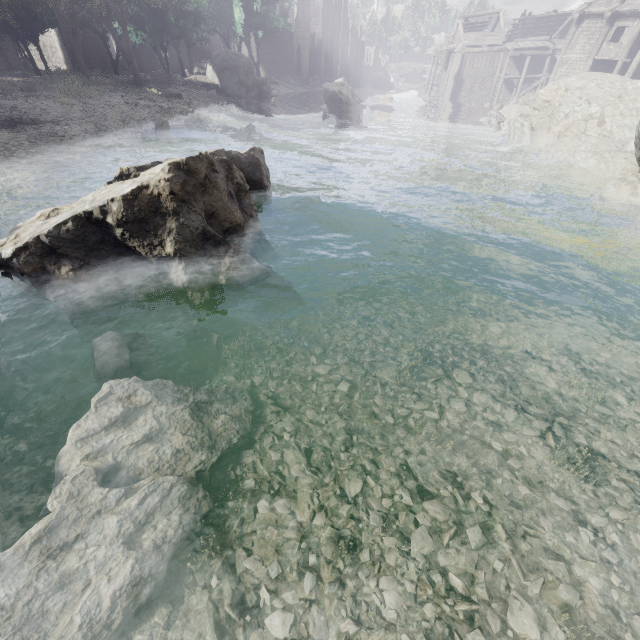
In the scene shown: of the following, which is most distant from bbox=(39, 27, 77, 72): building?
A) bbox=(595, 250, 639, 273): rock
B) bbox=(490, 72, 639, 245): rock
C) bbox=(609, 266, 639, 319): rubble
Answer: bbox=(595, 250, 639, 273): rock

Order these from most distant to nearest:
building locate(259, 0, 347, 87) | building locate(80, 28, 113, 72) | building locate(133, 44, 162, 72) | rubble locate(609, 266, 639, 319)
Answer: building locate(259, 0, 347, 87), building locate(133, 44, 162, 72), building locate(80, 28, 113, 72), rubble locate(609, 266, 639, 319)

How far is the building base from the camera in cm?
4131

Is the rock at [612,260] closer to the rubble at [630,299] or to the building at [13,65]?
the rubble at [630,299]

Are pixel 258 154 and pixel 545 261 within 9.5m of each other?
yes

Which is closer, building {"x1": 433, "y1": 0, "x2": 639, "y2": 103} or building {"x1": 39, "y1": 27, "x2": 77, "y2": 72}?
building {"x1": 433, "y1": 0, "x2": 639, "y2": 103}

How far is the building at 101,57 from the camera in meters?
33.6

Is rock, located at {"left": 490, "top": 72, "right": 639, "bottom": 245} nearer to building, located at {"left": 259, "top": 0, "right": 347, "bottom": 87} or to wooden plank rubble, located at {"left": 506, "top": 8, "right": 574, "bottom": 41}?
building, located at {"left": 259, "top": 0, "right": 347, "bottom": 87}
